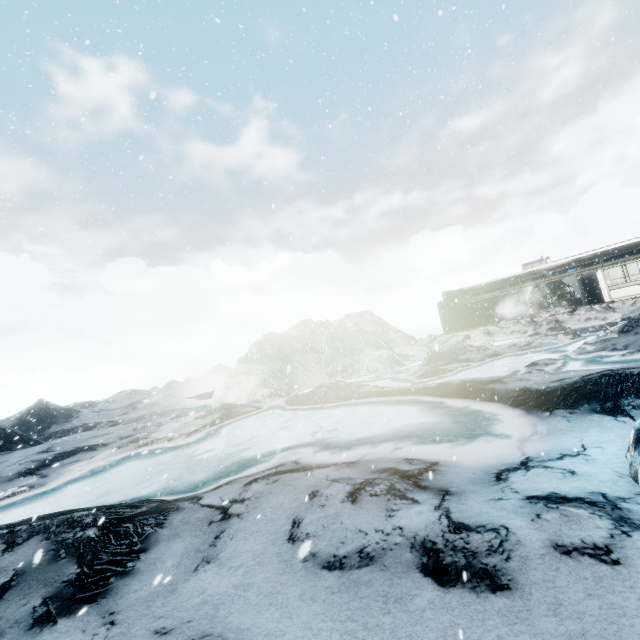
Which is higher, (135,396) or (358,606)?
(135,396)
